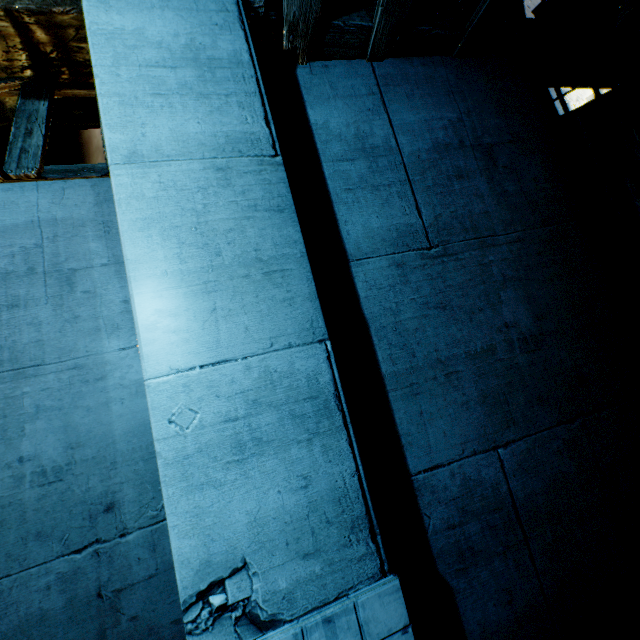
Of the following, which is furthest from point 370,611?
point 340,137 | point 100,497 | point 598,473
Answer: point 340,137
